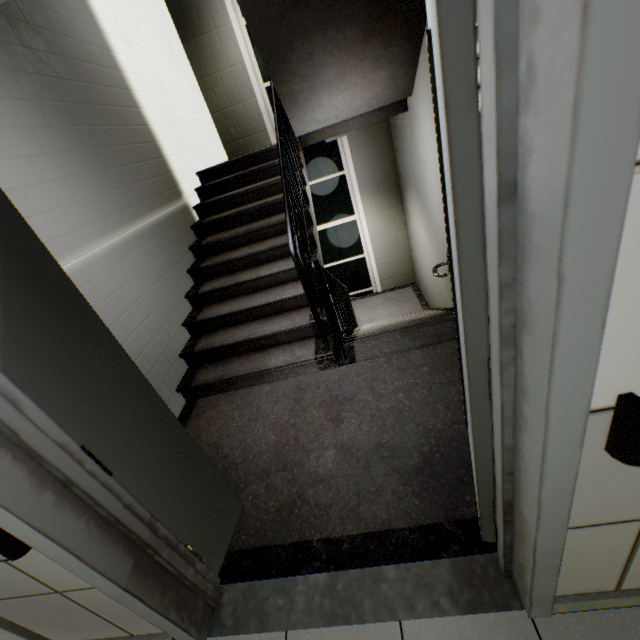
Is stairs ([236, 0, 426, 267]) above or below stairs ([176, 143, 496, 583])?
above

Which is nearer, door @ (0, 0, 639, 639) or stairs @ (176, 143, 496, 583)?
door @ (0, 0, 639, 639)

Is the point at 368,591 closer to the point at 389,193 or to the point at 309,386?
the point at 309,386

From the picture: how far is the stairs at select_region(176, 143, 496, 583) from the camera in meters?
1.6 m

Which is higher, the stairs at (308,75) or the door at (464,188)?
the stairs at (308,75)

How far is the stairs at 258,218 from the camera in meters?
1.6

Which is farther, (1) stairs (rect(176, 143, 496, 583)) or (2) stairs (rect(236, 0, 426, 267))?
(2) stairs (rect(236, 0, 426, 267))

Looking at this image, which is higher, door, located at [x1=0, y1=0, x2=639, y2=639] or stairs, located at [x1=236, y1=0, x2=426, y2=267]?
stairs, located at [x1=236, y1=0, x2=426, y2=267]
